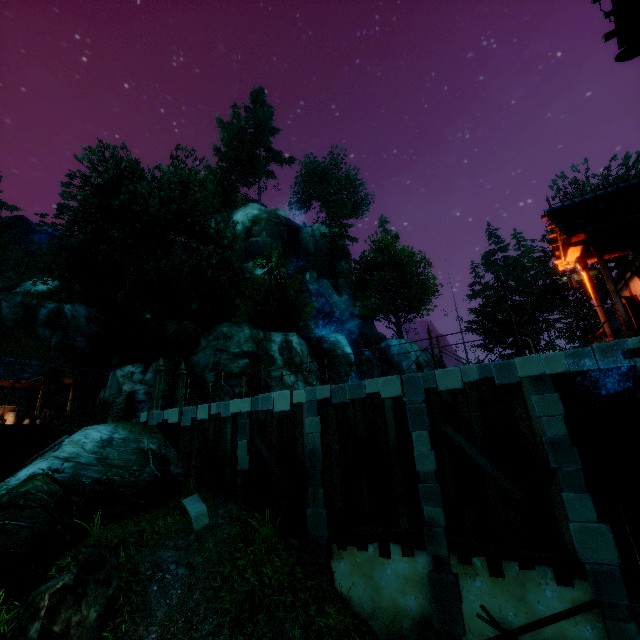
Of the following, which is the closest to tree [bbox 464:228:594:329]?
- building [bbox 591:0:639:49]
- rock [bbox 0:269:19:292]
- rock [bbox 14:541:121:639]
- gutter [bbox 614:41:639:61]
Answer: rock [bbox 0:269:19:292]

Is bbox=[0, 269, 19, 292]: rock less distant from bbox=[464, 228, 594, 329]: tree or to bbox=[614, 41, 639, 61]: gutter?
bbox=[464, 228, 594, 329]: tree

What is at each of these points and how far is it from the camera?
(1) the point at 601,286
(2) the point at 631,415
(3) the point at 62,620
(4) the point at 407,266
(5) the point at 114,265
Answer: (1) tree, 30.58m
(2) drain, 4.57m
(3) rock, 7.05m
(4) tree, 39.84m
(5) tree, 20.25m

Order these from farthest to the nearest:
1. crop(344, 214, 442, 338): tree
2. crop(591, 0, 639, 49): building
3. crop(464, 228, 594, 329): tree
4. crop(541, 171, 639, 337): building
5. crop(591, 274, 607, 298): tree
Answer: crop(344, 214, 442, 338): tree
crop(464, 228, 594, 329): tree
crop(591, 274, 607, 298): tree
crop(541, 171, 639, 337): building
crop(591, 0, 639, 49): building

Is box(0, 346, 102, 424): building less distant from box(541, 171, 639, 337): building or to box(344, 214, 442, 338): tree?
box(344, 214, 442, 338): tree

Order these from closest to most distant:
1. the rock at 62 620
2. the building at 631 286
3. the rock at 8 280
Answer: the rock at 62 620 < the building at 631 286 < the rock at 8 280

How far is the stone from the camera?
10.5m

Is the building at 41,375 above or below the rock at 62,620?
above
